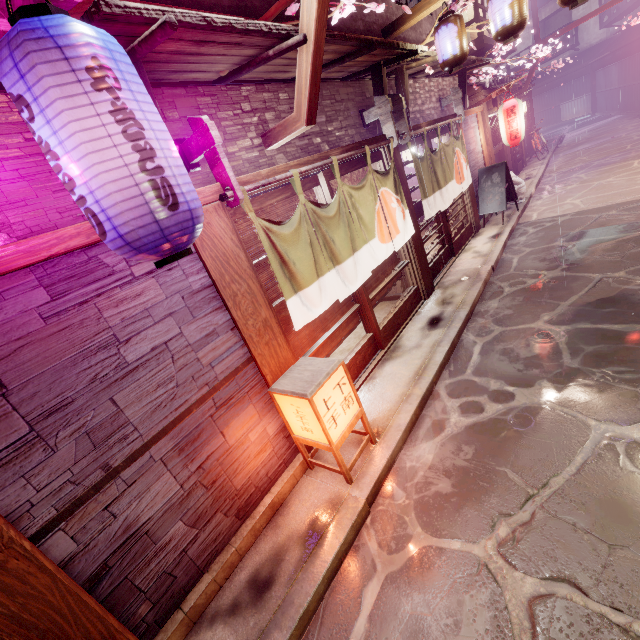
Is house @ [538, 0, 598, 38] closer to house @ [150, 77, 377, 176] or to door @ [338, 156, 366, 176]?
A: house @ [150, 77, 377, 176]

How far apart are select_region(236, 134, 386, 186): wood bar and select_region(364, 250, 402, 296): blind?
2.8 meters

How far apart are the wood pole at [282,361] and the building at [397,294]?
6.6m

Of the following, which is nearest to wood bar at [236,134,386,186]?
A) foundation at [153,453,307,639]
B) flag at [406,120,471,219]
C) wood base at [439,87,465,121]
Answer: flag at [406,120,471,219]

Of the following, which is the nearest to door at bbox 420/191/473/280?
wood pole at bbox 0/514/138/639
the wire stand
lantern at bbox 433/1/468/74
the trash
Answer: lantern at bbox 433/1/468/74

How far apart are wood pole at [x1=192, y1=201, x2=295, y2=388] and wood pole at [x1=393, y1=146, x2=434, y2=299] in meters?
6.3 m

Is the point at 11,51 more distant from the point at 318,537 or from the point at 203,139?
the point at 318,537

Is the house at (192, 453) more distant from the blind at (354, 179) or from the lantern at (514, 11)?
the lantern at (514, 11)
